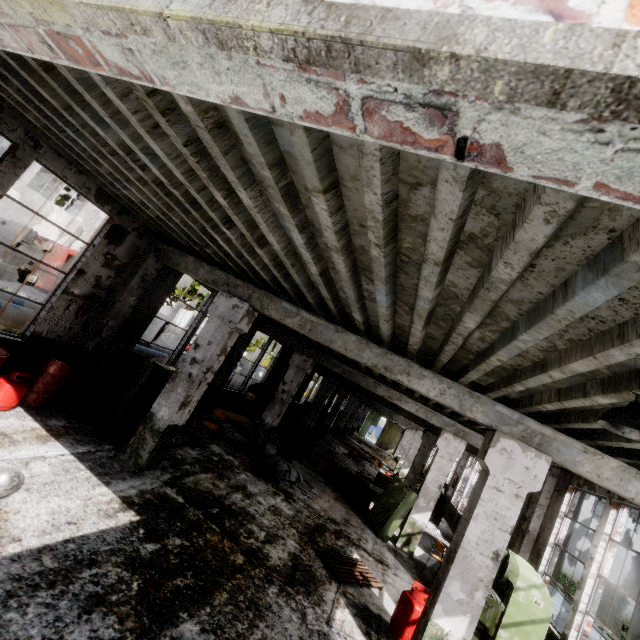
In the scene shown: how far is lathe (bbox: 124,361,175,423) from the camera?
8.38m

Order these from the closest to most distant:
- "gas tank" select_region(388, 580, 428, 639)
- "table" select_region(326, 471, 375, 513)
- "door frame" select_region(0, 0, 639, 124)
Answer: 1. "door frame" select_region(0, 0, 639, 124)
2. "gas tank" select_region(388, 580, 428, 639)
3. "table" select_region(326, 471, 375, 513)

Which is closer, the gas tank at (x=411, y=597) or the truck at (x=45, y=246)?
the gas tank at (x=411, y=597)

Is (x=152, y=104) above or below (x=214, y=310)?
above

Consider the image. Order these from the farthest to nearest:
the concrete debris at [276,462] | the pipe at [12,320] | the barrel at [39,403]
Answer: the concrete debris at [276,462], the pipe at [12,320], the barrel at [39,403]

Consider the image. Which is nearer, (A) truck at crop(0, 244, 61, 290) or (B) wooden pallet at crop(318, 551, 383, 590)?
(B) wooden pallet at crop(318, 551, 383, 590)

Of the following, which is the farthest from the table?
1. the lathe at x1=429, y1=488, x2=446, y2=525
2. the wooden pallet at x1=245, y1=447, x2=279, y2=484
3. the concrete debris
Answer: the lathe at x1=429, y1=488, x2=446, y2=525

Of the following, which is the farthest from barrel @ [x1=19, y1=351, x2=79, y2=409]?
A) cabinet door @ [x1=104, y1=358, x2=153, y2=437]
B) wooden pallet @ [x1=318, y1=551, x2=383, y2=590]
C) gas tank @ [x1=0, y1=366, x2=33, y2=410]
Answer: wooden pallet @ [x1=318, y1=551, x2=383, y2=590]
